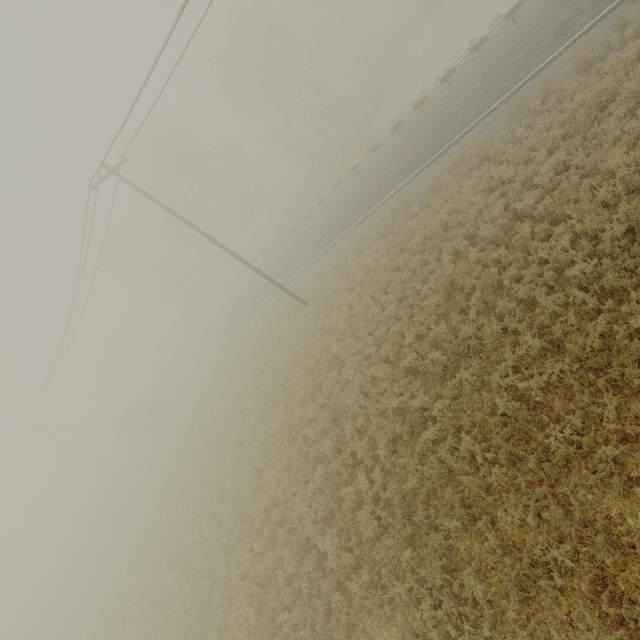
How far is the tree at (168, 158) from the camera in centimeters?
3447cm

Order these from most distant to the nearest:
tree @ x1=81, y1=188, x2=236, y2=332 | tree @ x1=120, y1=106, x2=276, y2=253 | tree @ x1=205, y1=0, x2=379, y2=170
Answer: tree @ x1=81, y1=188, x2=236, y2=332 < tree @ x1=120, y1=106, x2=276, y2=253 < tree @ x1=205, y1=0, x2=379, y2=170

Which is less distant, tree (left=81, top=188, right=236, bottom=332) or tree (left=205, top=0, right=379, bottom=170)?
tree (left=205, top=0, right=379, bottom=170)

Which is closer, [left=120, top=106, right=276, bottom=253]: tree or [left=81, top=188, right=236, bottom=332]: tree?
[left=120, top=106, right=276, bottom=253]: tree

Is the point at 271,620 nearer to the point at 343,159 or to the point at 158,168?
the point at 343,159

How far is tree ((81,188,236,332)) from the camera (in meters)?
40.31

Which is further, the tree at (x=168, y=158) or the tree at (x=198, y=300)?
the tree at (x=198, y=300)
